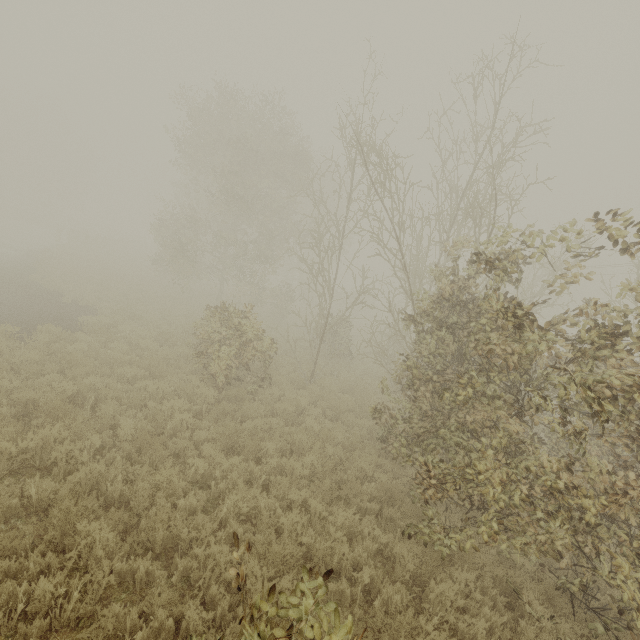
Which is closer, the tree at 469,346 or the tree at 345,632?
the tree at 345,632

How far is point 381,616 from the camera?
4.80m

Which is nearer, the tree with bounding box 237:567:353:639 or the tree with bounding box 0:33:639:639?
the tree with bounding box 237:567:353:639
